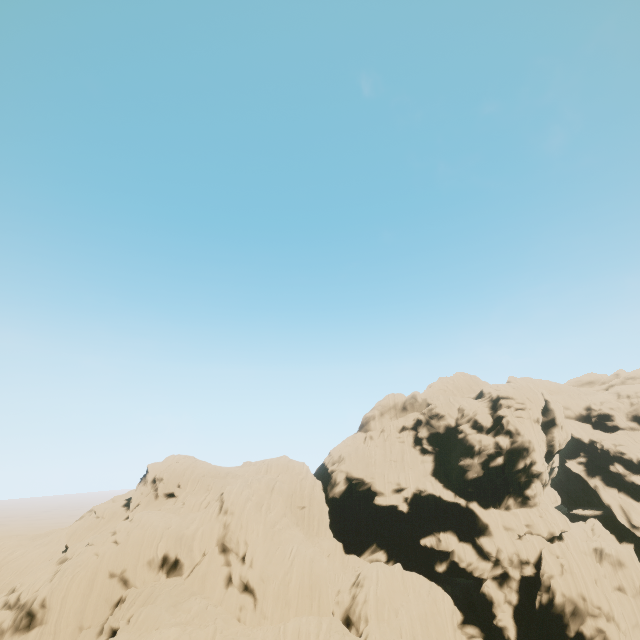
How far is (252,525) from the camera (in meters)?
39.62
